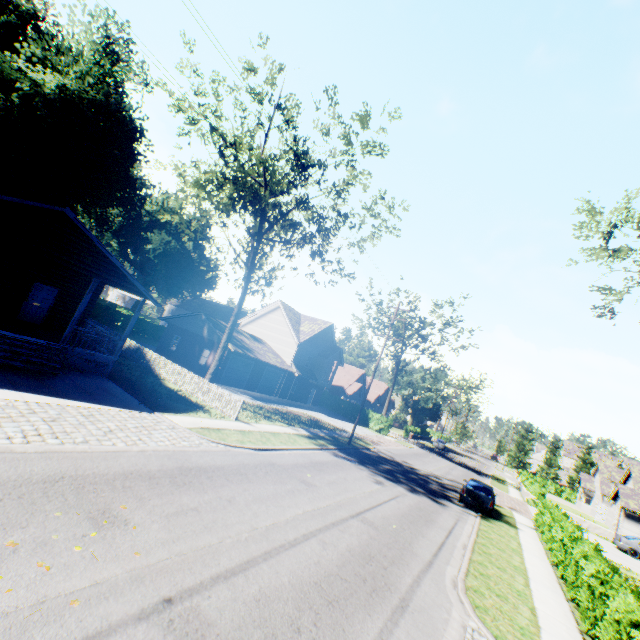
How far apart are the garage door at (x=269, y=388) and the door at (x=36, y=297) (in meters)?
19.93

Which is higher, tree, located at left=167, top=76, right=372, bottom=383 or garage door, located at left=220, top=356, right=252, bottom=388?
tree, located at left=167, top=76, right=372, bottom=383

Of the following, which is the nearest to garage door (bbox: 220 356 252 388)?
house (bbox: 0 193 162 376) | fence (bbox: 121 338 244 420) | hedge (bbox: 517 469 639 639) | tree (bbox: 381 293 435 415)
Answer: fence (bbox: 121 338 244 420)

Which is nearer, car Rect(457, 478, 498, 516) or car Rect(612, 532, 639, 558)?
car Rect(457, 478, 498, 516)

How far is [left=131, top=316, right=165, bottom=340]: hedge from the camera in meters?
45.6

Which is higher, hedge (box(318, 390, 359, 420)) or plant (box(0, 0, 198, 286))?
plant (box(0, 0, 198, 286))

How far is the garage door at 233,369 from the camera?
30.4 meters

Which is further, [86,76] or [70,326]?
[86,76]
